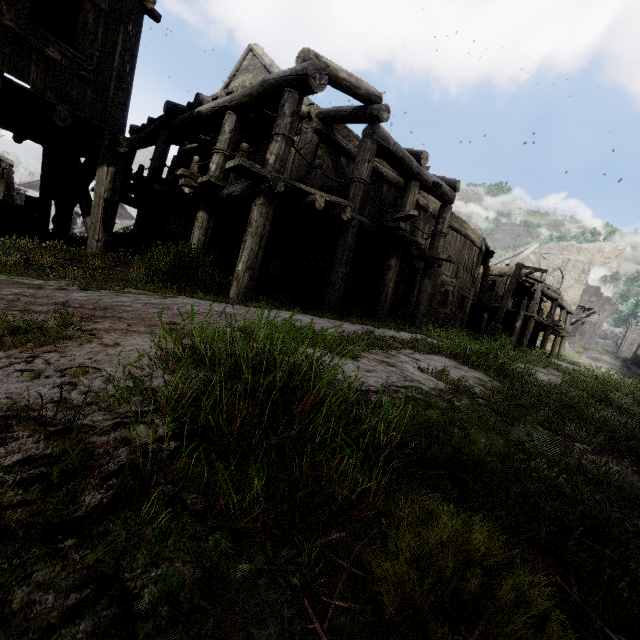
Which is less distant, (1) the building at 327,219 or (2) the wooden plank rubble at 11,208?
(1) the building at 327,219

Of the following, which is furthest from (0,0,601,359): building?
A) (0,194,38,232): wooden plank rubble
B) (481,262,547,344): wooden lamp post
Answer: (481,262,547,344): wooden lamp post

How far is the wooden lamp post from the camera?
17.0m

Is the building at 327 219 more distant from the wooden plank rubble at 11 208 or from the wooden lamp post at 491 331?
the wooden lamp post at 491 331

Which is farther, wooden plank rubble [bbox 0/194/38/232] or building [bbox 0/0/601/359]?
wooden plank rubble [bbox 0/194/38/232]

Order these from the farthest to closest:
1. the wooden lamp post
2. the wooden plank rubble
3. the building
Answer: the wooden lamp post
the wooden plank rubble
the building

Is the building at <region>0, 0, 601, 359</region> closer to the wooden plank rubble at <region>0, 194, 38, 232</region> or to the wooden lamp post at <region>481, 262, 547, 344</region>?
the wooden plank rubble at <region>0, 194, 38, 232</region>

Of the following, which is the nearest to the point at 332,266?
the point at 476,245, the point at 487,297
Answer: the point at 476,245
